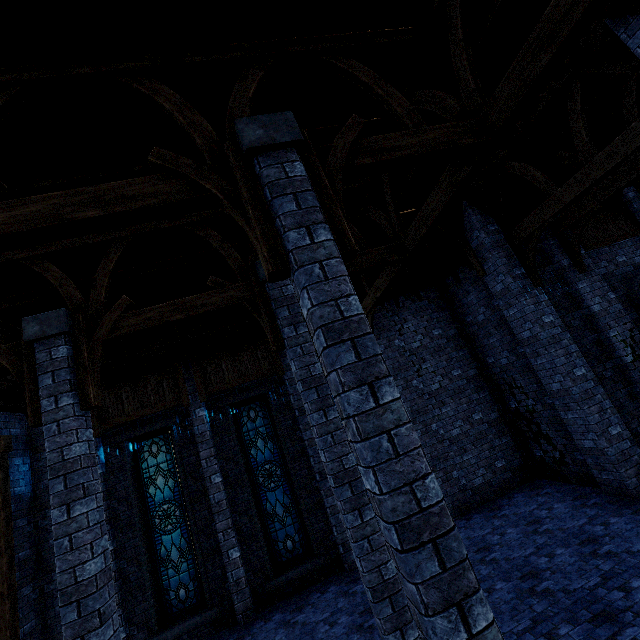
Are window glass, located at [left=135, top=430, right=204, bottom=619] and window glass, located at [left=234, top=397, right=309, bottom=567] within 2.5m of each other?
yes

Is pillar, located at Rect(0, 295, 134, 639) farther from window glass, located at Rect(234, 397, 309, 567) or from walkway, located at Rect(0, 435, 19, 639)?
window glass, located at Rect(234, 397, 309, 567)

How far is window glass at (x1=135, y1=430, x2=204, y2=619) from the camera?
8.6m

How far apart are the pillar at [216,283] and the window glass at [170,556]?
5.9m

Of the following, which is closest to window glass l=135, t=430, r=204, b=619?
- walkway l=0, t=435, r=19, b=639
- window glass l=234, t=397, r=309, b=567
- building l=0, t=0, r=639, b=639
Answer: building l=0, t=0, r=639, b=639

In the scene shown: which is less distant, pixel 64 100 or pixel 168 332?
pixel 64 100

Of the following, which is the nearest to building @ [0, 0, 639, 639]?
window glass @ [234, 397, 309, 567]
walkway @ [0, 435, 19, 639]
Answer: walkway @ [0, 435, 19, 639]

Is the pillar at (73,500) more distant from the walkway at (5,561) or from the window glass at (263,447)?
the window glass at (263,447)
